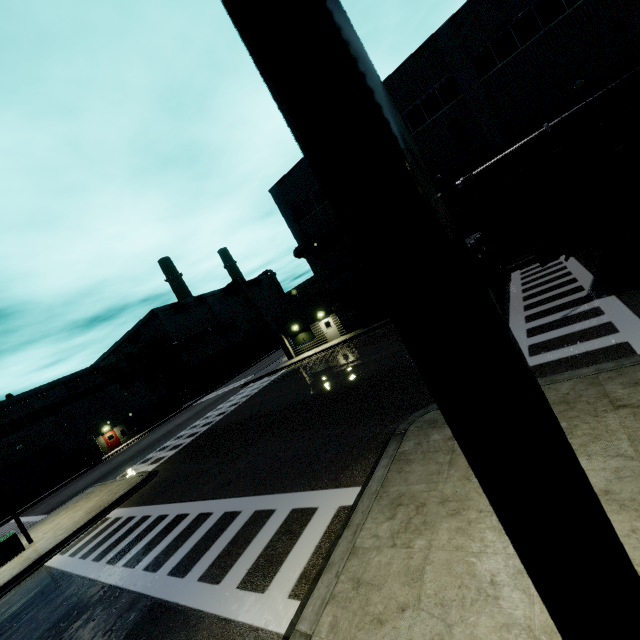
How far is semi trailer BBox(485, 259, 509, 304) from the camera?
14.2 meters

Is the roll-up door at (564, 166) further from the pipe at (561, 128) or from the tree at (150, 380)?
the tree at (150, 380)

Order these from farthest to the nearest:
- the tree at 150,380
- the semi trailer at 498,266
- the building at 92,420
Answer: the tree at 150,380 < the building at 92,420 < the semi trailer at 498,266

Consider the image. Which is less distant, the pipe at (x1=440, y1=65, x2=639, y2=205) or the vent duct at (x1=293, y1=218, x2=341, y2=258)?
the pipe at (x1=440, y1=65, x2=639, y2=205)

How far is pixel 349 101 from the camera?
0.6m

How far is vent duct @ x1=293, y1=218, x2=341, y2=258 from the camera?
26.0m

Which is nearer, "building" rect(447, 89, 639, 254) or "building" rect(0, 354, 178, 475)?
"building" rect(447, 89, 639, 254)

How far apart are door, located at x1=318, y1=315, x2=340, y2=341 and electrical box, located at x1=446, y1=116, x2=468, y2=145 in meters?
16.3
